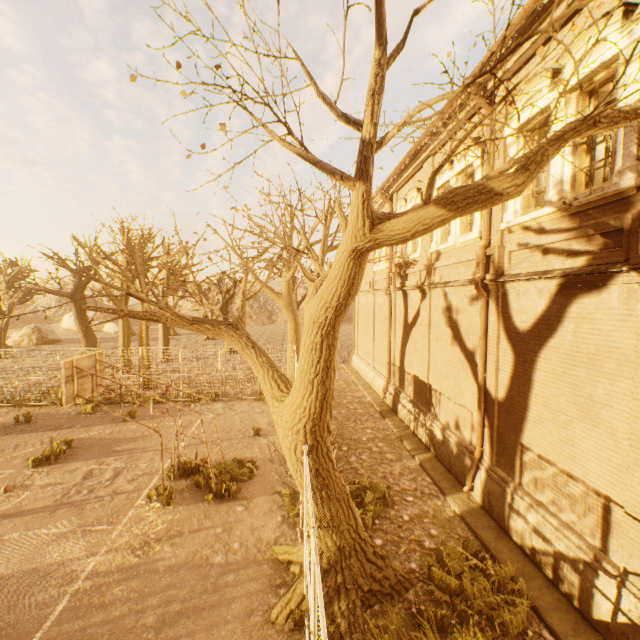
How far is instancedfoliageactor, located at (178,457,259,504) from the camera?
8.8 meters

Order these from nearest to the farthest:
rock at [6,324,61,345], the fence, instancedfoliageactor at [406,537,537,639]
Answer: the fence
instancedfoliageactor at [406,537,537,639]
rock at [6,324,61,345]

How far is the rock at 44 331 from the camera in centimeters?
3756cm

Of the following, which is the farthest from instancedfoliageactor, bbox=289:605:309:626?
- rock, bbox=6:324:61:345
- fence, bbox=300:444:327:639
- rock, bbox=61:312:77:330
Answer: rock, bbox=61:312:77:330

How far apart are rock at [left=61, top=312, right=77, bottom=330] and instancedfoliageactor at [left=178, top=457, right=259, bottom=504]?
55.36m

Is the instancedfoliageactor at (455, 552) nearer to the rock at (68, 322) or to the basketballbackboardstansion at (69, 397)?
the basketballbackboardstansion at (69, 397)

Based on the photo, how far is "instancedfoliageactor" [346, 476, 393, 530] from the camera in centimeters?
807cm

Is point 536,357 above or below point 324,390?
above
